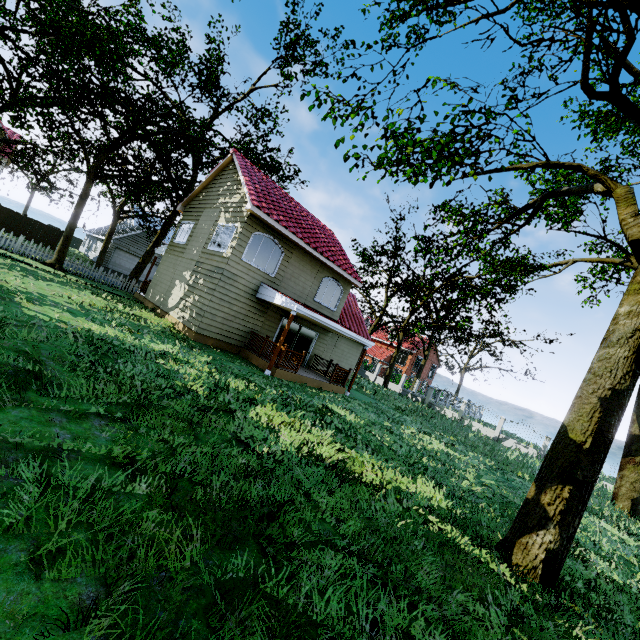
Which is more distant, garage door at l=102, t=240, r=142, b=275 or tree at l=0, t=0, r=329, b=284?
garage door at l=102, t=240, r=142, b=275

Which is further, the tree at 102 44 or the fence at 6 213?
the fence at 6 213

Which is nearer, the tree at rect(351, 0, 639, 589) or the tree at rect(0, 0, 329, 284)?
the tree at rect(351, 0, 639, 589)

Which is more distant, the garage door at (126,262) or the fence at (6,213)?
the garage door at (126,262)

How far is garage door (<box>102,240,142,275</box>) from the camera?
34.19m

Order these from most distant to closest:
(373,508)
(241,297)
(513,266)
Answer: (513,266) → (241,297) → (373,508)

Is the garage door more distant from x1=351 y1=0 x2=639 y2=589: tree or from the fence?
the fence

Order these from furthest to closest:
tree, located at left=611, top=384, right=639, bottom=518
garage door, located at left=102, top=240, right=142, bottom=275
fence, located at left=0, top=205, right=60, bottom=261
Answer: garage door, located at left=102, top=240, right=142, bottom=275 < fence, located at left=0, top=205, right=60, bottom=261 < tree, located at left=611, top=384, right=639, bottom=518
